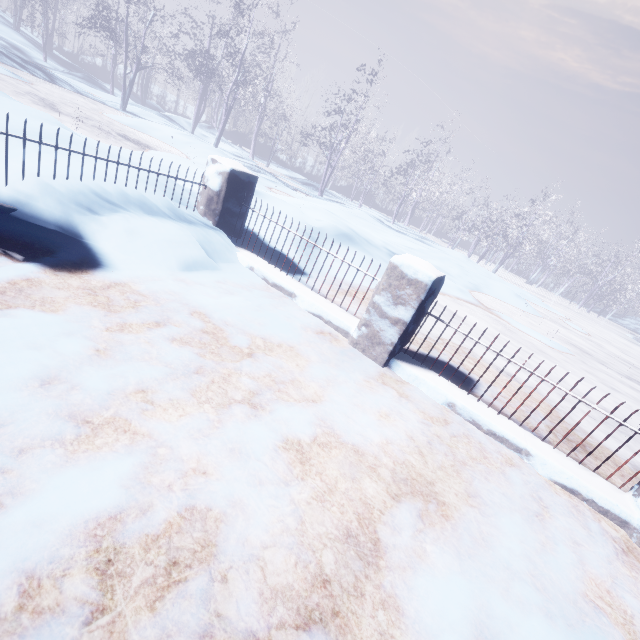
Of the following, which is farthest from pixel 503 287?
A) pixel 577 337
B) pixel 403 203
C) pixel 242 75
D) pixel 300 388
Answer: pixel 403 203
